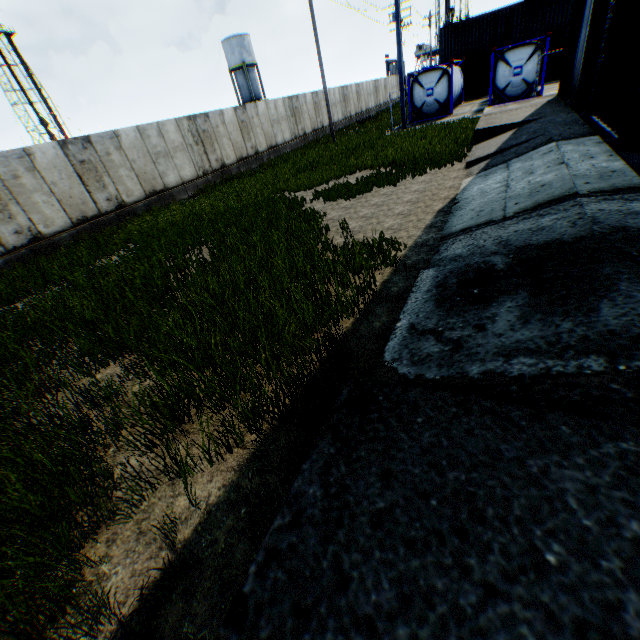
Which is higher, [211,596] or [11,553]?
[11,553]

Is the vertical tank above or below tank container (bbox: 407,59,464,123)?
above

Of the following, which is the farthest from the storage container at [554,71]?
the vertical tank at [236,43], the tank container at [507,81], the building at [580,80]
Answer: the vertical tank at [236,43]

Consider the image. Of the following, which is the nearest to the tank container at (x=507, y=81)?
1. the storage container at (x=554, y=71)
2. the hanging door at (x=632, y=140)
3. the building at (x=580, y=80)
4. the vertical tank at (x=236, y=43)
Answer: the storage container at (x=554, y=71)

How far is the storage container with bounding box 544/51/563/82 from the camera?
25.5m

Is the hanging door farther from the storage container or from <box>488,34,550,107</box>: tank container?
the storage container

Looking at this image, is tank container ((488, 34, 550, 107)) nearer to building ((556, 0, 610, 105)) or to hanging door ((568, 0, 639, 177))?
building ((556, 0, 610, 105))

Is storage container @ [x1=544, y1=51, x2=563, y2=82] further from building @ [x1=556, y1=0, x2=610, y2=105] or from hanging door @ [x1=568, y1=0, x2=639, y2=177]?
hanging door @ [x1=568, y1=0, x2=639, y2=177]
